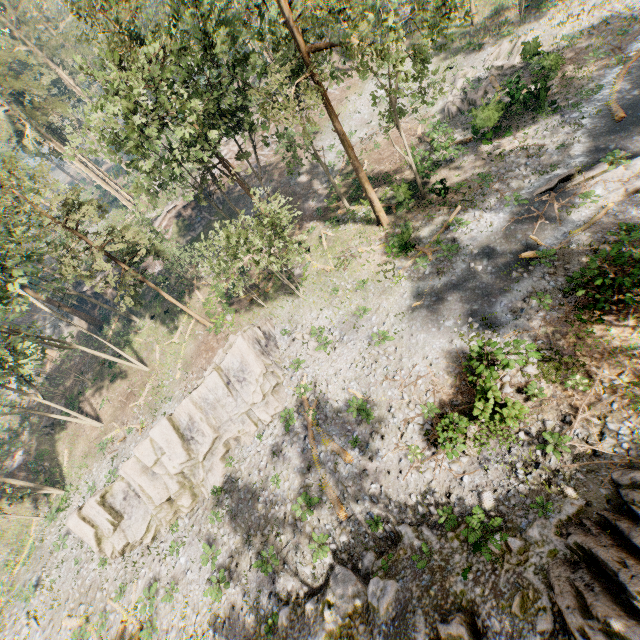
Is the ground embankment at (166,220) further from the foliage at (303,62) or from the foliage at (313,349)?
the foliage at (313,349)

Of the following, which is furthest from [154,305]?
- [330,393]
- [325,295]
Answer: [330,393]

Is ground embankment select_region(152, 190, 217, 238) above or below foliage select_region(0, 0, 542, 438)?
below

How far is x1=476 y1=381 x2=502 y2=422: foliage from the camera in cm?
1321

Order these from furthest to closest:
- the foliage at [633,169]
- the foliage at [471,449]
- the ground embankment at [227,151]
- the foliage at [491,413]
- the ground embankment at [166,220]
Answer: the ground embankment at [227,151], the ground embankment at [166,220], the foliage at [633,169], the foliage at [471,449], the foliage at [491,413]

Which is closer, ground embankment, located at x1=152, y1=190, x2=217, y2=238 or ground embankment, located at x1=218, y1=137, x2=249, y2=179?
ground embankment, located at x1=152, y1=190, x2=217, y2=238

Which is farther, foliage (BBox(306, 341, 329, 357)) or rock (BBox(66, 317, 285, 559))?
foliage (BBox(306, 341, 329, 357))

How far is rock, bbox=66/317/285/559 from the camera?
21.53m
